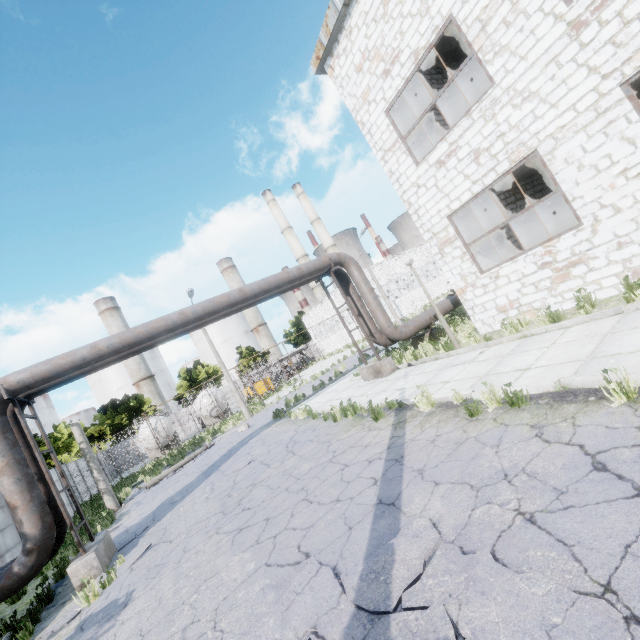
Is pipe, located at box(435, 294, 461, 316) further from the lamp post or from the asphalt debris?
the lamp post

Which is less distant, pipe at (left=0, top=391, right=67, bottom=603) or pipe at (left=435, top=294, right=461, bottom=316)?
pipe at (left=0, top=391, right=67, bottom=603)

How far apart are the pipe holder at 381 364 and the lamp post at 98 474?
13.3m

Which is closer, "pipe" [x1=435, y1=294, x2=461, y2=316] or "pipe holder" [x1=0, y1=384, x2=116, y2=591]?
"pipe holder" [x1=0, y1=384, x2=116, y2=591]

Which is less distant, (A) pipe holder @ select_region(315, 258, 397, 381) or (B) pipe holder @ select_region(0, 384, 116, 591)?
(B) pipe holder @ select_region(0, 384, 116, 591)

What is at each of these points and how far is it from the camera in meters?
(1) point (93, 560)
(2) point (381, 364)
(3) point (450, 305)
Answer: (1) pipe holder, 7.5 m
(2) pipe holder, 12.3 m
(3) pipe, 14.7 m

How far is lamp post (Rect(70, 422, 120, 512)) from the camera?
15.36m

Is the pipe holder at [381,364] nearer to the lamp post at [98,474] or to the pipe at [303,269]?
the pipe at [303,269]
